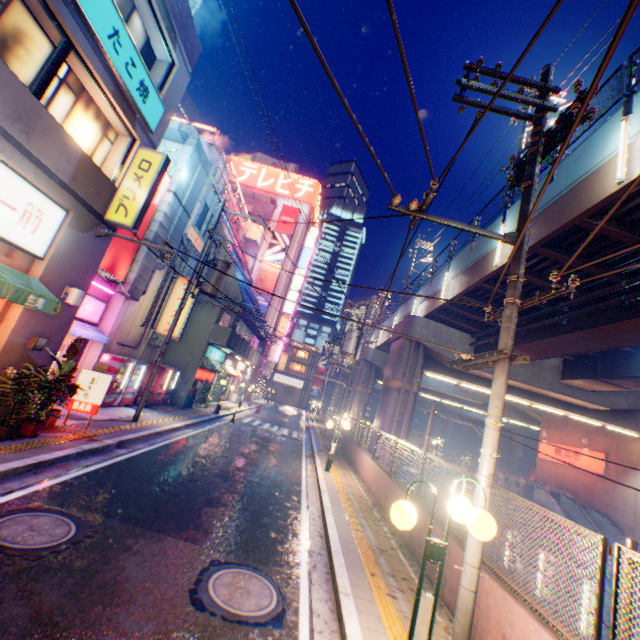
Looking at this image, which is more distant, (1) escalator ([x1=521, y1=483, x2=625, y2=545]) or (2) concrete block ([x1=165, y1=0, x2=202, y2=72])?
(1) escalator ([x1=521, y1=483, x2=625, y2=545])

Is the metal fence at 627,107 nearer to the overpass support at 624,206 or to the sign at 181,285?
the overpass support at 624,206

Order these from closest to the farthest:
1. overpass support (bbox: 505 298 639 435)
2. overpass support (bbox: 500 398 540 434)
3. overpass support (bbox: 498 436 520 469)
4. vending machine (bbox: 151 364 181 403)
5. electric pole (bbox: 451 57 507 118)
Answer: electric pole (bbox: 451 57 507 118)
overpass support (bbox: 505 298 639 435)
vending machine (bbox: 151 364 181 403)
overpass support (bbox: 500 398 540 434)
overpass support (bbox: 498 436 520 469)

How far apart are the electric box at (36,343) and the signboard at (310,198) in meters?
42.5

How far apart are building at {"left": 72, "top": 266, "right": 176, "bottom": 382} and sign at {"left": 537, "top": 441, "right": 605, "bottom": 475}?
30.88m

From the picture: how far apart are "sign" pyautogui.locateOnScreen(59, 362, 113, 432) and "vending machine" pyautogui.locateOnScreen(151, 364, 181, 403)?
7.8 meters

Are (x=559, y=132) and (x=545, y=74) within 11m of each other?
yes

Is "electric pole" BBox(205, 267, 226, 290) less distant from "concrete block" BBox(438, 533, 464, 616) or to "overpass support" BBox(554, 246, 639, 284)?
"concrete block" BBox(438, 533, 464, 616)
